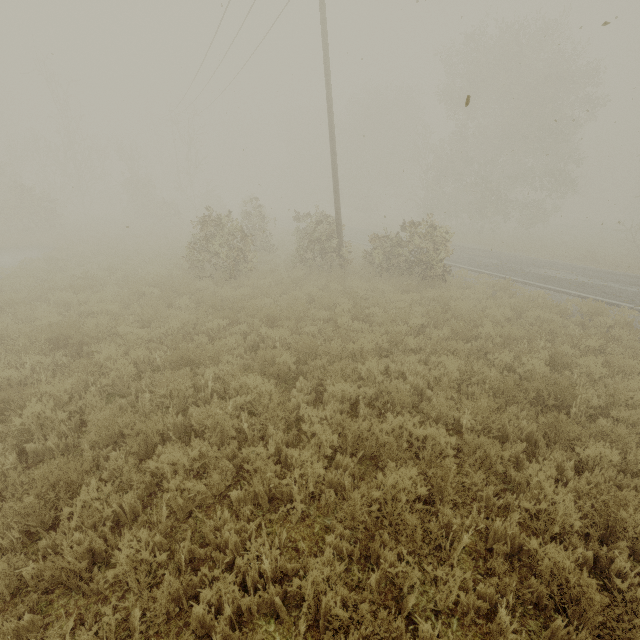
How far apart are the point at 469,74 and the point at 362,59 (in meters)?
20.94
